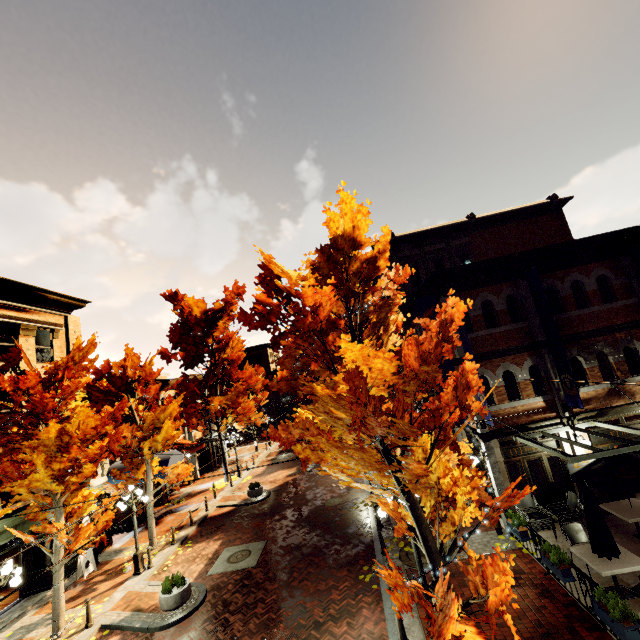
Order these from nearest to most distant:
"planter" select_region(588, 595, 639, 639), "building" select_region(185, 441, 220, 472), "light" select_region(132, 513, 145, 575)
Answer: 1. "planter" select_region(588, 595, 639, 639)
2. "light" select_region(132, 513, 145, 575)
3. "building" select_region(185, 441, 220, 472)

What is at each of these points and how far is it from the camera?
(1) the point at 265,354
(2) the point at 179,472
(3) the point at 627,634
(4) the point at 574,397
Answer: (1) building, 59.8 meters
(2) tree, 17.0 meters
(3) planter, 6.0 meters
(4) banner, 11.0 meters

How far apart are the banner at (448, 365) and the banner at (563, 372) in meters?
3.3

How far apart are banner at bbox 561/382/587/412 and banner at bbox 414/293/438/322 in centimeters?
329cm

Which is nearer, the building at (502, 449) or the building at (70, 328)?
the building at (502, 449)

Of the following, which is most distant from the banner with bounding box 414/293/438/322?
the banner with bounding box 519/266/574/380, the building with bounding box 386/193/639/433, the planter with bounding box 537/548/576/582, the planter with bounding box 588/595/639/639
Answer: the planter with bounding box 588/595/639/639

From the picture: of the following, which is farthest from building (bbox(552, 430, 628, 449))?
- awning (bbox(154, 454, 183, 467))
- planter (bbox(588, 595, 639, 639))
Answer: planter (bbox(588, 595, 639, 639))

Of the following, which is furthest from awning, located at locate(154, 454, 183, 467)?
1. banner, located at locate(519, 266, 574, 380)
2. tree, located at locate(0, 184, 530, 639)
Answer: banner, located at locate(519, 266, 574, 380)
